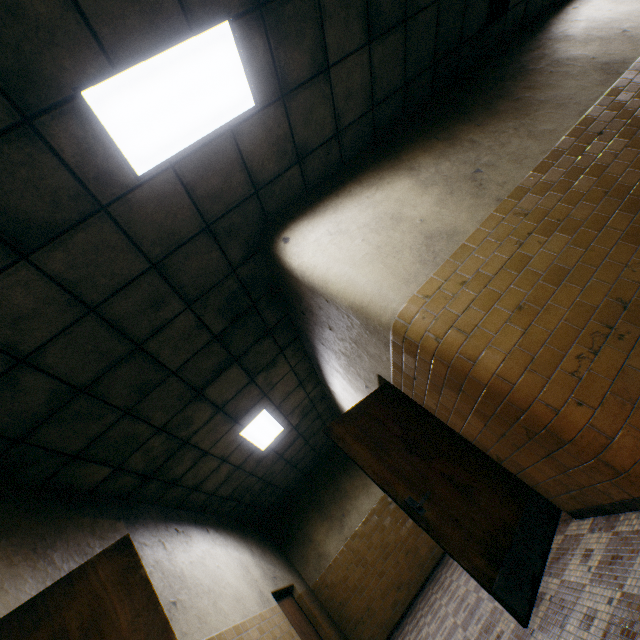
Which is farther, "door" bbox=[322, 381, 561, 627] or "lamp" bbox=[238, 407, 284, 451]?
"lamp" bbox=[238, 407, 284, 451]

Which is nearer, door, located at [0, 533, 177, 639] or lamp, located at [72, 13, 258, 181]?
door, located at [0, 533, 177, 639]

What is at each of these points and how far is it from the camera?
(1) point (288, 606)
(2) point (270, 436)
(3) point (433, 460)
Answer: (1) door, 6.7m
(2) lamp, 6.8m
(3) door, 3.3m

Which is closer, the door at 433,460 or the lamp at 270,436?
the door at 433,460

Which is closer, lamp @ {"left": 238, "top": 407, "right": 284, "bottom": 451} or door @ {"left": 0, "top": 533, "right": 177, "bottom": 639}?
door @ {"left": 0, "top": 533, "right": 177, "bottom": 639}

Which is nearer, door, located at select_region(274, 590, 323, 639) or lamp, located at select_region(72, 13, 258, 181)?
lamp, located at select_region(72, 13, 258, 181)

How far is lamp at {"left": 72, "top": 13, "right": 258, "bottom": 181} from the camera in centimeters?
230cm

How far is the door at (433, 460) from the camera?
2.59m
